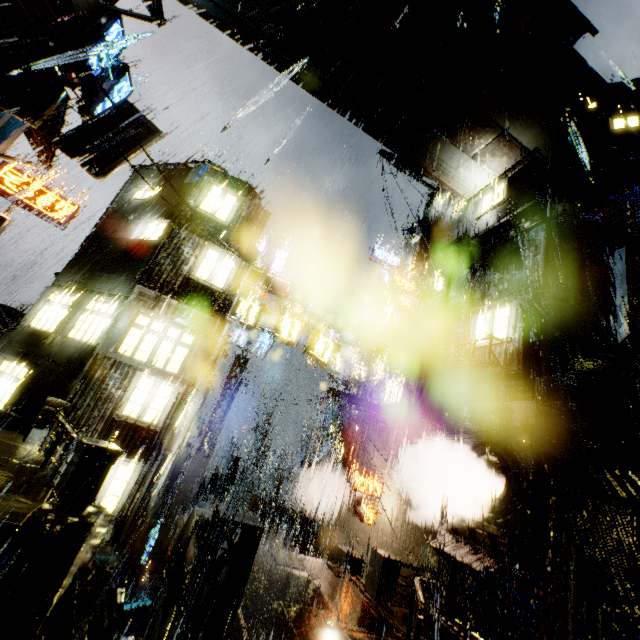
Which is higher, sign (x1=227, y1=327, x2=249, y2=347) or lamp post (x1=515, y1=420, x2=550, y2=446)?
sign (x1=227, y1=327, x2=249, y2=347)

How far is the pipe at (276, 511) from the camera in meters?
21.7

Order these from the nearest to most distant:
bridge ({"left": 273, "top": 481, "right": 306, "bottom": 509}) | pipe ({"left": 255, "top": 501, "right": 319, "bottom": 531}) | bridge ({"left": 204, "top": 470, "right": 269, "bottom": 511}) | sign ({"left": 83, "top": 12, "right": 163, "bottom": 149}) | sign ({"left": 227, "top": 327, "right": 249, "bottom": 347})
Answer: sign ({"left": 83, "top": 12, "right": 163, "bottom": 149}) < pipe ({"left": 255, "top": 501, "right": 319, "bottom": 531}) < bridge ({"left": 204, "top": 470, "right": 269, "bottom": 511}) < sign ({"left": 227, "top": 327, "right": 249, "bottom": 347}) < bridge ({"left": 273, "top": 481, "right": 306, "bottom": 509})

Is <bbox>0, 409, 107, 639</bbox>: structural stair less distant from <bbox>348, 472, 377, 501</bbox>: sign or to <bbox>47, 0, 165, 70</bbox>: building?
<bbox>47, 0, 165, 70</bbox>: building

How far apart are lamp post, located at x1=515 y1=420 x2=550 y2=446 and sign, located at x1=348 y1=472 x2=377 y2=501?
8.11m

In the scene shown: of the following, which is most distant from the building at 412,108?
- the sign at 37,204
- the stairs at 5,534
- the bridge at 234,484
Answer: the stairs at 5,534

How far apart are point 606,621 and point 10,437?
18.09m

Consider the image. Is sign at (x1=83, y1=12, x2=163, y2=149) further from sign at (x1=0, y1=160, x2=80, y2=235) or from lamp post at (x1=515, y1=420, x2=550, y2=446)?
lamp post at (x1=515, y1=420, x2=550, y2=446)
